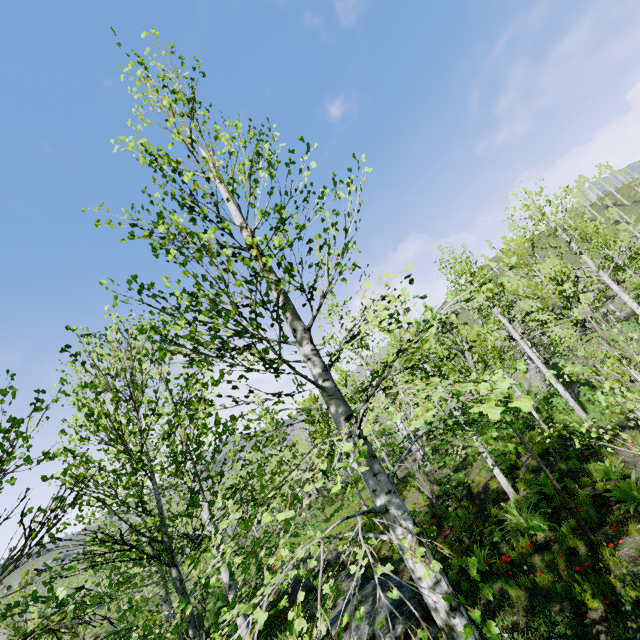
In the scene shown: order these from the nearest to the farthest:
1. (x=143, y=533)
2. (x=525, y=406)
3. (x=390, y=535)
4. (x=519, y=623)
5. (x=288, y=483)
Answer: (x=525, y=406) → (x=288, y=483) → (x=390, y=535) → (x=143, y=533) → (x=519, y=623)

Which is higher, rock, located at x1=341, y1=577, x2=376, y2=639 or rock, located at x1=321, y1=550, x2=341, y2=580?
rock, located at x1=321, y1=550, x2=341, y2=580

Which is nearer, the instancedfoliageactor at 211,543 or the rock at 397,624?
the instancedfoliageactor at 211,543

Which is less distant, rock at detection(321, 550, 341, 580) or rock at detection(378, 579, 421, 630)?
rock at detection(378, 579, 421, 630)

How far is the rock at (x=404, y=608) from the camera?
6.0 meters

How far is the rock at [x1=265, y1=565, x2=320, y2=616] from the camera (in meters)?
9.41
